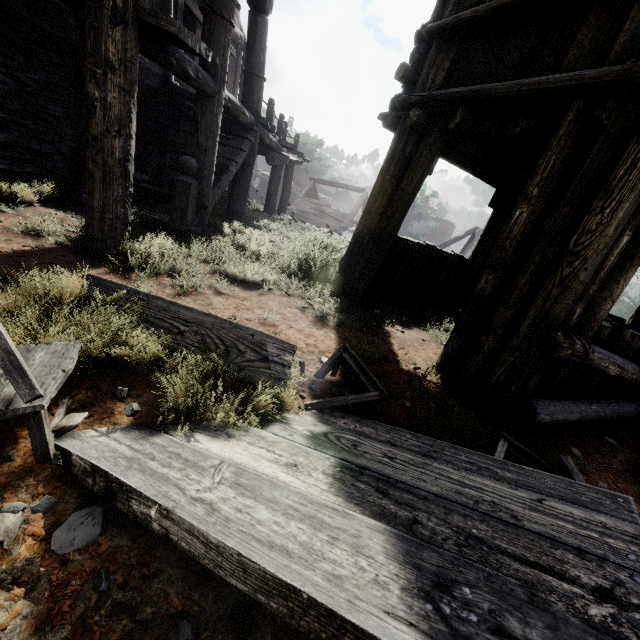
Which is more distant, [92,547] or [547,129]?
[547,129]

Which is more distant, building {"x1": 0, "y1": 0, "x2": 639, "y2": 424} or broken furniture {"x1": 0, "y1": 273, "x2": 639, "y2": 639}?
building {"x1": 0, "y1": 0, "x2": 639, "y2": 424}

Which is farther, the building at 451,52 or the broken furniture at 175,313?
the building at 451,52
